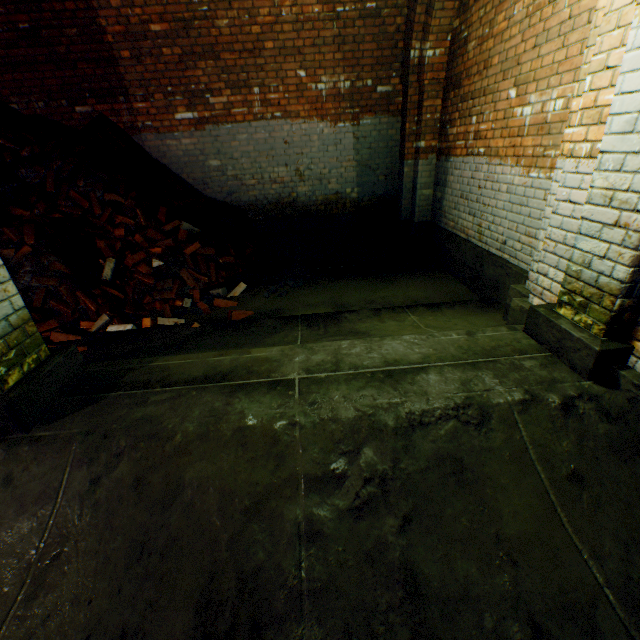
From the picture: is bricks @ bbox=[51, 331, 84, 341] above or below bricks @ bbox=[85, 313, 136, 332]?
above

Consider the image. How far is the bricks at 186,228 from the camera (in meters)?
4.89

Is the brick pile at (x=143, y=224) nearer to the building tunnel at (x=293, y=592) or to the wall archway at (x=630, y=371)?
Result: the building tunnel at (x=293, y=592)

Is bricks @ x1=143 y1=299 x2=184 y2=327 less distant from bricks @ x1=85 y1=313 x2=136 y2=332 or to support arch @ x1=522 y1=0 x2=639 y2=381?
bricks @ x1=85 y1=313 x2=136 y2=332

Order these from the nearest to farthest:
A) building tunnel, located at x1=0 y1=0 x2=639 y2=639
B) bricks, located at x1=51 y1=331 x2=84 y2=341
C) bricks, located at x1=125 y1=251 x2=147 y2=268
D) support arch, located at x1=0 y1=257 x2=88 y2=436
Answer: building tunnel, located at x1=0 y1=0 x2=639 y2=639, support arch, located at x1=0 y1=257 x2=88 y2=436, bricks, located at x1=51 y1=331 x2=84 y2=341, bricks, located at x1=125 y1=251 x2=147 y2=268

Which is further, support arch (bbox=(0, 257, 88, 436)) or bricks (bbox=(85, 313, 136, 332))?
bricks (bbox=(85, 313, 136, 332))

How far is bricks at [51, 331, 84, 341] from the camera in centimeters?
360cm

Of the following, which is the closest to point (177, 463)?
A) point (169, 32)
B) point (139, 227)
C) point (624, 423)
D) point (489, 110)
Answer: point (624, 423)
